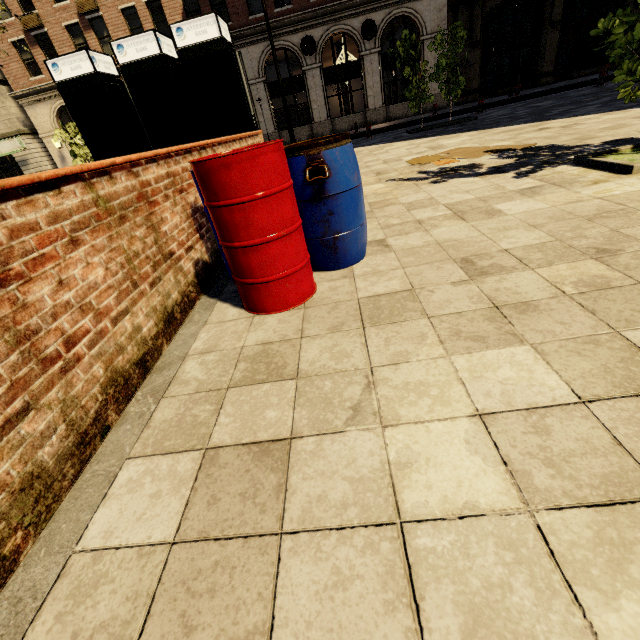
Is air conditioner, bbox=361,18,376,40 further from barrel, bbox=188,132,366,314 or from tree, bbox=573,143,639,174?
barrel, bbox=188,132,366,314

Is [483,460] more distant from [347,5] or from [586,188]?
[347,5]

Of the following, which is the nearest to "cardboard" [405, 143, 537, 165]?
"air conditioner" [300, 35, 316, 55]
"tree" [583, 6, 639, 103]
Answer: "tree" [583, 6, 639, 103]

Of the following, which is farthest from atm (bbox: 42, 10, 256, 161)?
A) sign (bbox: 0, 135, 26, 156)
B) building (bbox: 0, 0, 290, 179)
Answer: sign (bbox: 0, 135, 26, 156)

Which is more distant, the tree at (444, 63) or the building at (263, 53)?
the building at (263, 53)

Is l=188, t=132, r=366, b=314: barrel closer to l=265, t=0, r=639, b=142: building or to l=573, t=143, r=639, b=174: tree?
l=573, t=143, r=639, b=174: tree

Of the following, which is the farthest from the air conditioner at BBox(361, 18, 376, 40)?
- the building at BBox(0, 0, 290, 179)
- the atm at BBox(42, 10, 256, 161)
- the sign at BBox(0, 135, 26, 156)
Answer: the sign at BBox(0, 135, 26, 156)

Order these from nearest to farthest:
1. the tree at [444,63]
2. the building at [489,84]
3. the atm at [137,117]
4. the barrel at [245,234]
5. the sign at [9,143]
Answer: the barrel at [245,234]
the atm at [137,117]
the tree at [444,63]
the building at [489,84]
the sign at [9,143]
